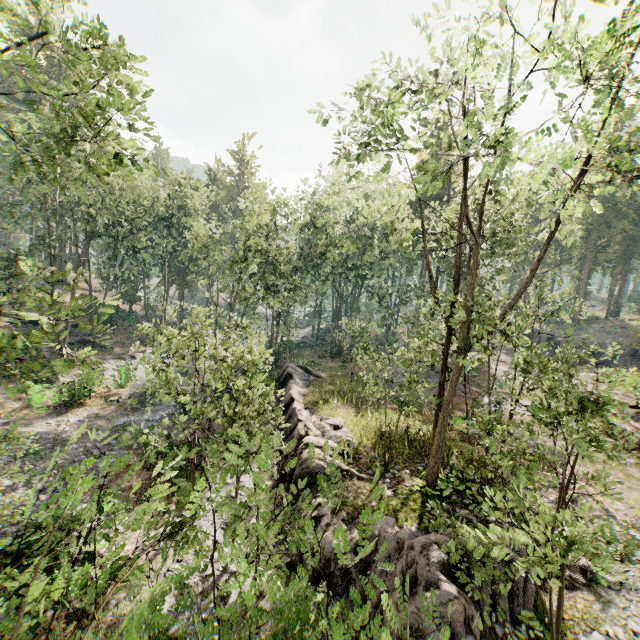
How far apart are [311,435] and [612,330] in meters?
50.5

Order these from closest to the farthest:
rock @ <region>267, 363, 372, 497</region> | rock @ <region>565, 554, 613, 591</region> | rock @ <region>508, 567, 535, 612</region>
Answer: rock @ <region>508, 567, 535, 612</region> → rock @ <region>565, 554, 613, 591</region> → rock @ <region>267, 363, 372, 497</region>

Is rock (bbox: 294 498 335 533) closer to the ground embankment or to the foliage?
the foliage

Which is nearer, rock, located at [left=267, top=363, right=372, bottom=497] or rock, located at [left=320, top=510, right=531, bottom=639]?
rock, located at [left=320, top=510, right=531, bottom=639]

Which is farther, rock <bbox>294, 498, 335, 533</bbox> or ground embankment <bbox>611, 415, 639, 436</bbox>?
ground embankment <bbox>611, 415, 639, 436</bbox>

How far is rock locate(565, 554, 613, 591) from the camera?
10.1 meters

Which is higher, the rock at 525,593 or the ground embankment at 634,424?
the ground embankment at 634,424

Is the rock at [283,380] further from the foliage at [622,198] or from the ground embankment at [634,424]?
the ground embankment at [634,424]
